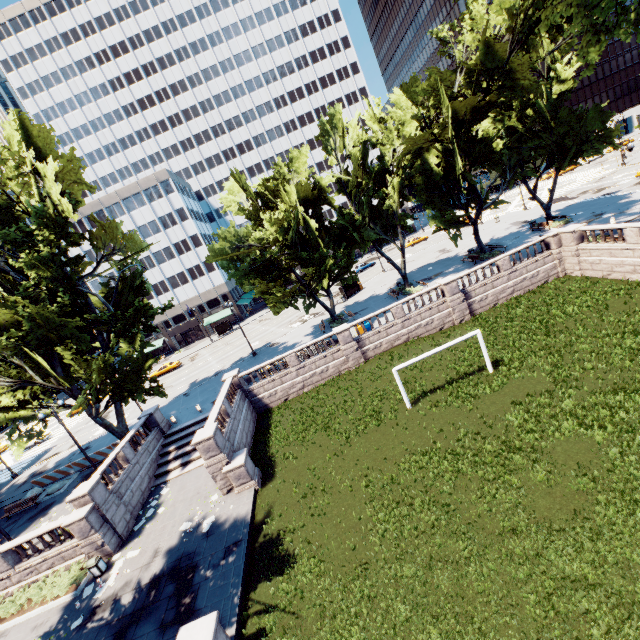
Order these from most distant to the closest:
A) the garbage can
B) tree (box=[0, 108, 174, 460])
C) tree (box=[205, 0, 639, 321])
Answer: tree (box=[0, 108, 174, 460])
tree (box=[205, 0, 639, 321])
the garbage can

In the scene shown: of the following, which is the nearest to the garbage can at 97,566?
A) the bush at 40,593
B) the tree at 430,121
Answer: the bush at 40,593

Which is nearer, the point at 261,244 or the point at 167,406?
the point at 261,244

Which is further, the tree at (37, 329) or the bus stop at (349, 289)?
the bus stop at (349, 289)

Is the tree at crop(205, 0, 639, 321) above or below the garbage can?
above

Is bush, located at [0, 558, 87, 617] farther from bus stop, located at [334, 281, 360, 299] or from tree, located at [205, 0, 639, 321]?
bus stop, located at [334, 281, 360, 299]

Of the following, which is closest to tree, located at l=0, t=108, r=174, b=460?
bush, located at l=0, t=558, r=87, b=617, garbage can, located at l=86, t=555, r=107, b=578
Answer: bush, located at l=0, t=558, r=87, b=617
